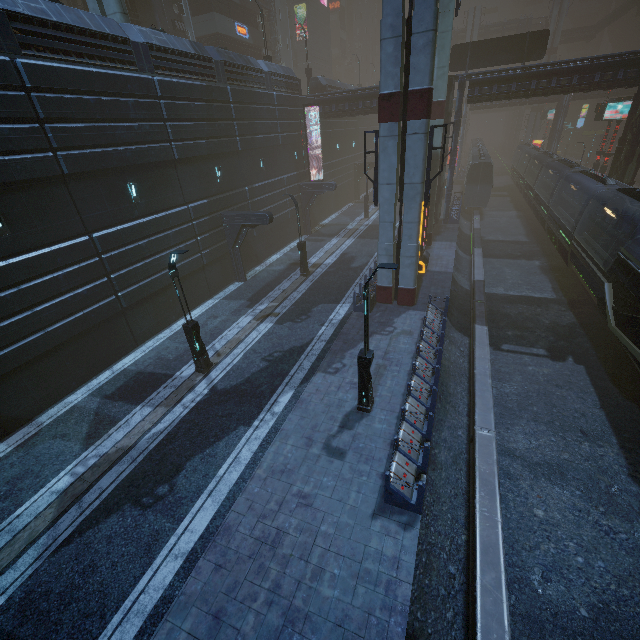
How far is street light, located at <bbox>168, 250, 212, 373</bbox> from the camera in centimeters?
1205cm

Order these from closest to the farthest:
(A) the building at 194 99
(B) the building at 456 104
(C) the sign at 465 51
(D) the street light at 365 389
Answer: (D) the street light at 365 389
(A) the building at 194 99
(B) the building at 456 104
(C) the sign at 465 51

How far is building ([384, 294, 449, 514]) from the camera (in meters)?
8.55

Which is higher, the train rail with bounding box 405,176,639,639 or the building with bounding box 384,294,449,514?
Answer: the building with bounding box 384,294,449,514

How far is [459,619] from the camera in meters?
7.5

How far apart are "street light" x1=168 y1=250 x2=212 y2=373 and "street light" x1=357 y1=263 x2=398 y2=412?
6.68m

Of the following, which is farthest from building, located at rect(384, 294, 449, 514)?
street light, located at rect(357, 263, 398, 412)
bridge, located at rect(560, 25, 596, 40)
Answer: bridge, located at rect(560, 25, 596, 40)

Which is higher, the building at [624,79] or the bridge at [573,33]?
the bridge at [573,33]
